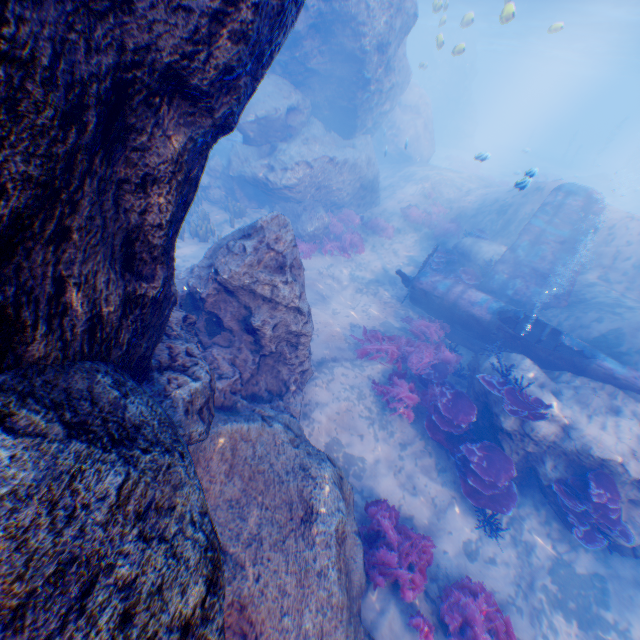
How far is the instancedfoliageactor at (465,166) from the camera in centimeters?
2822cm

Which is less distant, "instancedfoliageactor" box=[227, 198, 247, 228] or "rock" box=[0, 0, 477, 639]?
"rock" box=[0, 0, 477, 639]

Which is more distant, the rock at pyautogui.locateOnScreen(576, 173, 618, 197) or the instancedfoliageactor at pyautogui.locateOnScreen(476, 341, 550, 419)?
the rock at pyautogui.locateOnScreen(576, 173, 618, 197)

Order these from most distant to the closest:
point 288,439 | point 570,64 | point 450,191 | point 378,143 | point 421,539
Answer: point 570,64
point 378,143
point 450,191
point 421,539
point 288,439

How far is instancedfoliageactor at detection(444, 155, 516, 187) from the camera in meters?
28.2 m

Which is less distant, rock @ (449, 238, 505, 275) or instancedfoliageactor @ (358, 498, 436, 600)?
instancedfoliageactor @ (358, 498, 436, 600)

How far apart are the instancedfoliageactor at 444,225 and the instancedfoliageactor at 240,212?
8.4m

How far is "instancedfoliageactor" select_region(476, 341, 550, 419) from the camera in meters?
7.3
